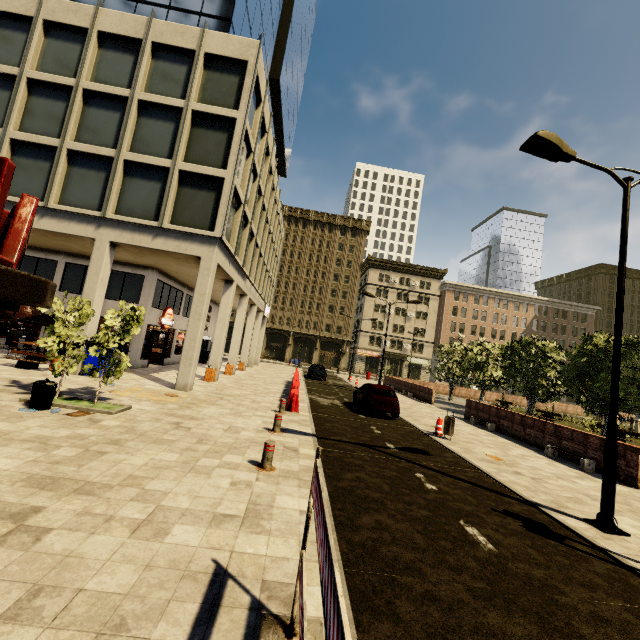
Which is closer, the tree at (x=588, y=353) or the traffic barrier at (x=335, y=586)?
the traffic barrier at (x=335, y=586)

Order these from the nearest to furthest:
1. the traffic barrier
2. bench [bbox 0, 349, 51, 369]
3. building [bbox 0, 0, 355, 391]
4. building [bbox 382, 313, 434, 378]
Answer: the traffic barrier < bench [bbox 0, 349, 51, 369] < building [bbox 0, 0, 355, 391] < building [bbox 382, 313, 434, 378]

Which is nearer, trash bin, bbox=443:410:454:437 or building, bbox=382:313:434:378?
trash bin, bbox=443:410:454:437

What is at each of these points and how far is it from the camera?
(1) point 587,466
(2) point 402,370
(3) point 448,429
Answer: (1) bench, 10.93m
(2) building, 58.16m
(3) trash bin, 12.62m

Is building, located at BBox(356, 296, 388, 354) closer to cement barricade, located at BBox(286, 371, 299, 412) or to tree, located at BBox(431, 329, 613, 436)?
tree, located at BBox(431, 329, 613, 436)

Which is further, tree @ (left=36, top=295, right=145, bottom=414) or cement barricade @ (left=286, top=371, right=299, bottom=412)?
cement barricade @ (left=286, top=371, right=299, bottom=412)

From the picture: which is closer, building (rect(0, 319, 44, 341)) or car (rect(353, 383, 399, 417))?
car (rect(353, 383, 399, 417))

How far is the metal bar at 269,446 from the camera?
6.6m
